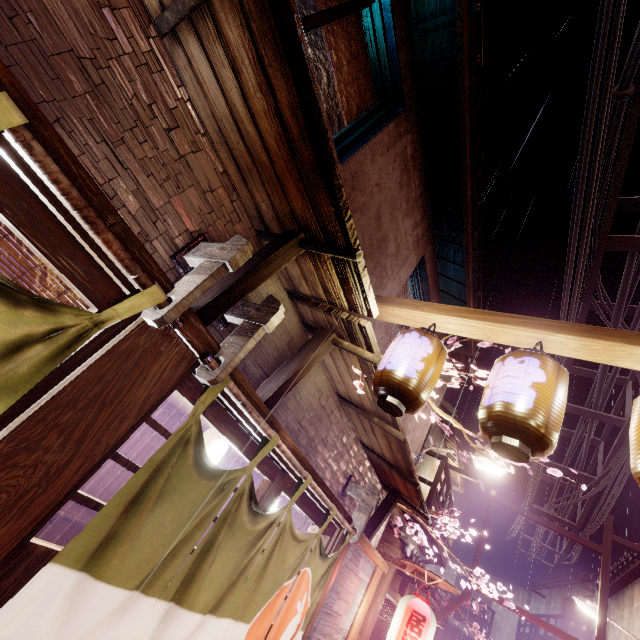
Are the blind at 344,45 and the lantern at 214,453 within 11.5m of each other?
yes

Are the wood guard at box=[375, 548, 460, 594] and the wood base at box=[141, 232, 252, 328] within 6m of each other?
no

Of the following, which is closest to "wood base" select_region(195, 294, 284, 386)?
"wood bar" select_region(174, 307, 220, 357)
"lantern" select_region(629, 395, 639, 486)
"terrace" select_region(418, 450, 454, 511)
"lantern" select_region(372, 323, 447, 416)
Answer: "wood bar" select_region(174, 307, 220, 357)

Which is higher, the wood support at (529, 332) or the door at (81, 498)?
the wood support at (529, 332)

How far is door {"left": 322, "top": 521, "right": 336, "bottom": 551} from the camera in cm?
721

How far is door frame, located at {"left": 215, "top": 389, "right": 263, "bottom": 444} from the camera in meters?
4.2

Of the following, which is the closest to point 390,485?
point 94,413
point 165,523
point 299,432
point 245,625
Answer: point 299,432

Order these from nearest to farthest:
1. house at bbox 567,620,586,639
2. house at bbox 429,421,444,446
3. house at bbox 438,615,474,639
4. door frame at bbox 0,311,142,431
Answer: door frame at bbox 0,311,142,431 → house at bbox 429,421,444,446 → house at bbox 567,620,586,639 → house at bbox 438,615,474,639
